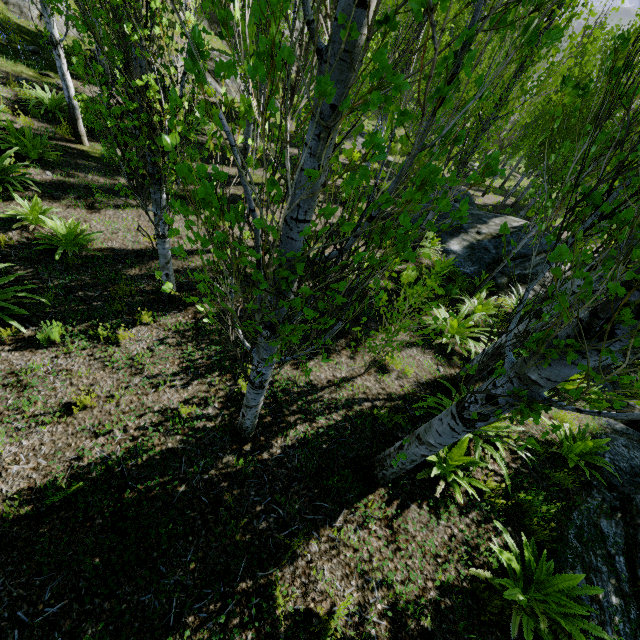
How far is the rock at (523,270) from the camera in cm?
1099

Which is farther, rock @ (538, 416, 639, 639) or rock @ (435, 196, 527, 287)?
rock @ (435, 196, 527, 287)

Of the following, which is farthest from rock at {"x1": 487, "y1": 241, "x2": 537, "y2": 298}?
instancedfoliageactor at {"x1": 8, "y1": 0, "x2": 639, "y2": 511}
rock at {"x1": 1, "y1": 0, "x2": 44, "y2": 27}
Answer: rock at {"x1": 1, "y1": 0, "x2": 44, "y2": 27}

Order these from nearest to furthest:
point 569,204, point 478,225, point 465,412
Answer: point 465,412
point 569,204
point 478,225

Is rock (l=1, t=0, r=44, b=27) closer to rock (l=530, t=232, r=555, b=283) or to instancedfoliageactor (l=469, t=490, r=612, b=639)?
instancedfoliageactor (l=469, t=490, r=612, b=639)
